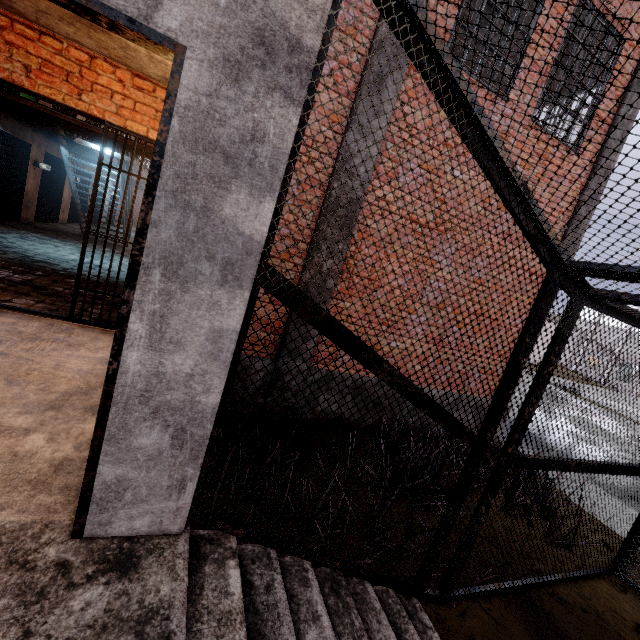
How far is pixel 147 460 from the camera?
1.6m
